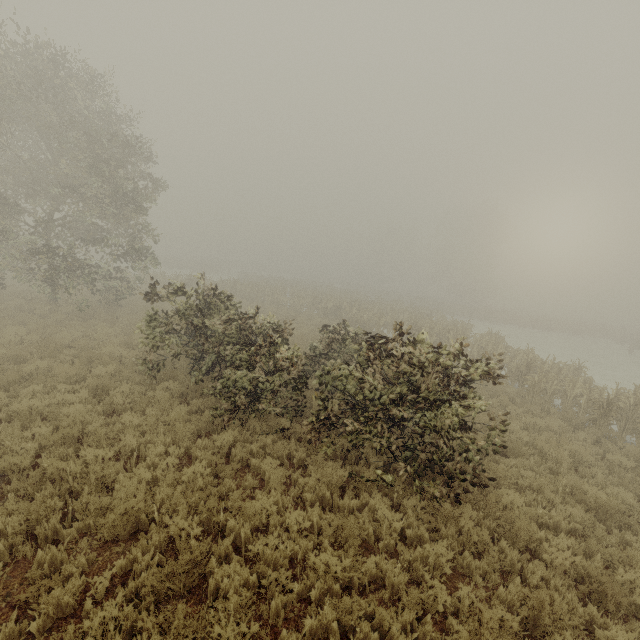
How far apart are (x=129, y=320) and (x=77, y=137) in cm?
864
